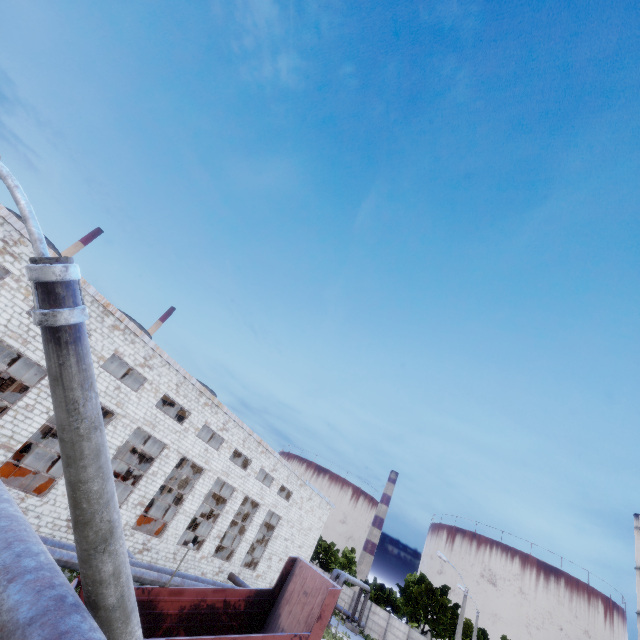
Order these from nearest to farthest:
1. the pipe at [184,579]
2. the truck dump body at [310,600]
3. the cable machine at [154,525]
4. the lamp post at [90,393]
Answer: the lamp post at [90,393]
the truck dump body at [310,600]
the pipe at [184,579]
the cable machine at [154,525]

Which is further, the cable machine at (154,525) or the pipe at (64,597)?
the cable machine at (154,525)

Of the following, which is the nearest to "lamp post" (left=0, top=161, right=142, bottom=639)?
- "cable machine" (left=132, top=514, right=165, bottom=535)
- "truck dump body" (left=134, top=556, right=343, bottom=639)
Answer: "truck dump body" (left=134, top=556, right=343, bottom=639)

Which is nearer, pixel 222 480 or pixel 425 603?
pixel 222 480

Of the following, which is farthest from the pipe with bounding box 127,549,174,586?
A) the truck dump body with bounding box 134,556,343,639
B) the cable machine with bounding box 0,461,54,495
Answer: the truck dump body with bounding box 134,556,343,639

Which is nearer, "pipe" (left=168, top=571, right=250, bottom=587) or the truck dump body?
the truck dump body

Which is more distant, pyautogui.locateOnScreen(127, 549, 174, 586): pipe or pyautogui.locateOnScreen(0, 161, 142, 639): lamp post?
pyautogui.locateOnScreen(127, 549, 174, 586): pipe

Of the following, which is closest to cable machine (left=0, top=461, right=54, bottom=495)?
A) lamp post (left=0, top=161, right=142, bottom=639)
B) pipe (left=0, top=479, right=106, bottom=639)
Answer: pipe (left=0, top=479, right=106, bottom=639)
